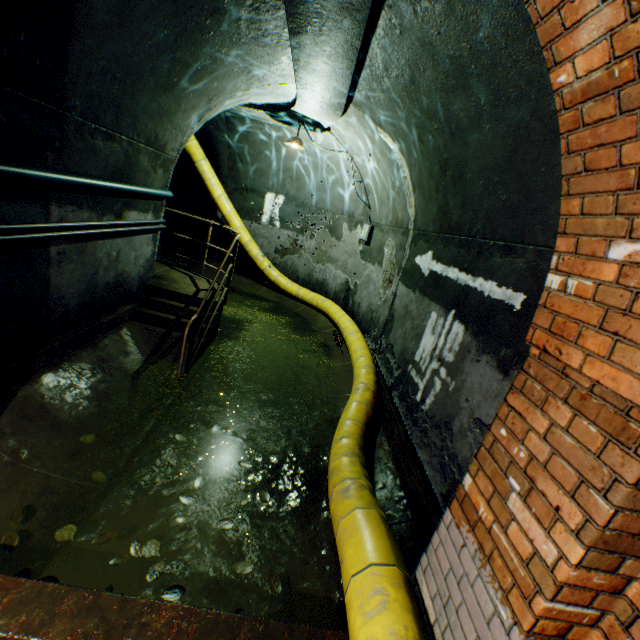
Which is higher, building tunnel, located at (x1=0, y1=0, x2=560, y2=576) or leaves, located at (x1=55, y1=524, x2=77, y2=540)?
building tunnel, located at (x1=0, y1=0, x2=560, y2=576)

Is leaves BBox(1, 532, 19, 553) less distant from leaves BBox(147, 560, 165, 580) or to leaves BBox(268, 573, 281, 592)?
leaves BBox(147, 560, 165, 580)

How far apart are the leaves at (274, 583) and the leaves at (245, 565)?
0.2 meters

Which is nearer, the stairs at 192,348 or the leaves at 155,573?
the leaves at 155,573

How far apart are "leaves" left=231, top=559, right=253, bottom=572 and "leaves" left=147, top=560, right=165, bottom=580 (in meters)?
0.53

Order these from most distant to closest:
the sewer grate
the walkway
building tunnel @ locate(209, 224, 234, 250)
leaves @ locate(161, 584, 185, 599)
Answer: building tunnel @ locate(209, 224, 234, 250) < the walkway < leaves @ locate(161, 584, 185, 599) < the sewer grate

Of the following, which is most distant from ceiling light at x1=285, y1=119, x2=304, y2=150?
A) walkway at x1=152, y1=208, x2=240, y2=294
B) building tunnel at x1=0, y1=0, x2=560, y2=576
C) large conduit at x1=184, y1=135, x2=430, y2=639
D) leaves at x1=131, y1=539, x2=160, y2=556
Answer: leaves at x1=131, y1=539, x2=160, y2=556

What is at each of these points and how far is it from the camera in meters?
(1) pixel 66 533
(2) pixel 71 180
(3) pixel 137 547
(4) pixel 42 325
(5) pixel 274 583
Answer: (1) leaves, 2.4
(2) cable, 3.3
(3) leaves, 2.5
(4) building tunnel, 3.7
(5) leaves, 2.5
